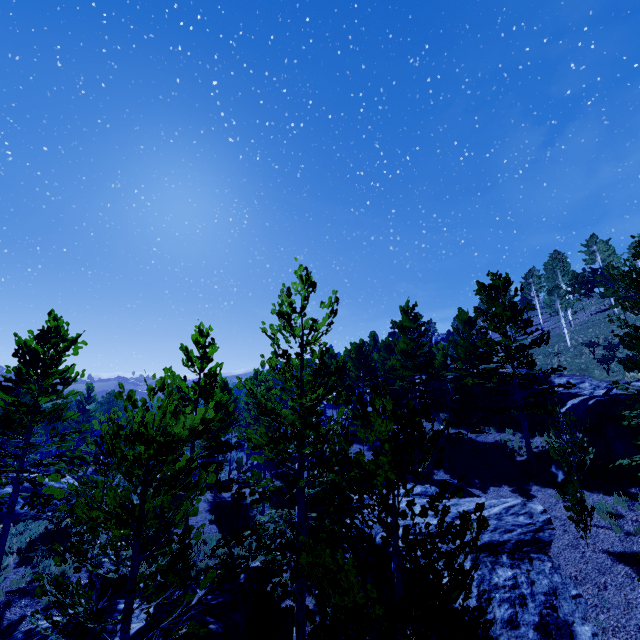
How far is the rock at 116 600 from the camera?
9.52m

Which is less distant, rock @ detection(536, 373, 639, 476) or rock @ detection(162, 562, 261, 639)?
rock @ detection(162, 562, 261, 639)

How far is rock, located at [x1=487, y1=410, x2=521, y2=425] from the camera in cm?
2241

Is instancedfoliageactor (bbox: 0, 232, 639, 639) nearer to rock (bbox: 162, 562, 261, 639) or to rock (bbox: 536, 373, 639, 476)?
rock (bbox: 162, 562, 261, 639)

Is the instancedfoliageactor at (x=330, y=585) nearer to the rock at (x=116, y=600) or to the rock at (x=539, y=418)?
the rock at (x=116, y=600)

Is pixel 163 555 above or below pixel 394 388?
below

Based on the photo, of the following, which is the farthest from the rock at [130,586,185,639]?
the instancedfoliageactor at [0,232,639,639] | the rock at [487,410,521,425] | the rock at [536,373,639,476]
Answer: the rock at [487,410,521,425]
